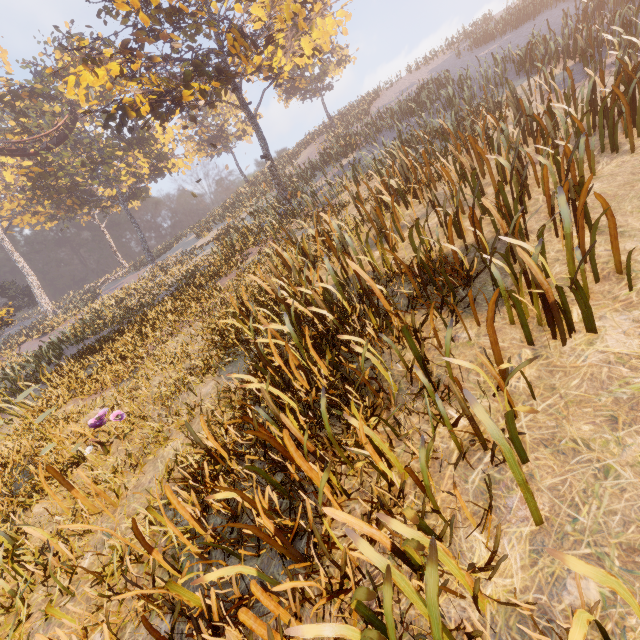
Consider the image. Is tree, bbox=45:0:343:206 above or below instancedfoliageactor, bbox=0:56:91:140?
below

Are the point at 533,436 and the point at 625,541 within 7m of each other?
yes

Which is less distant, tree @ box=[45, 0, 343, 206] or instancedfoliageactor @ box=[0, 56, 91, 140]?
tree @ box=[45, 0, 343, 206]

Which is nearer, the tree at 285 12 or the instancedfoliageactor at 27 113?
the tree at 285 12

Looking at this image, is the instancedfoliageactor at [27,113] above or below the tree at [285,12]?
above
